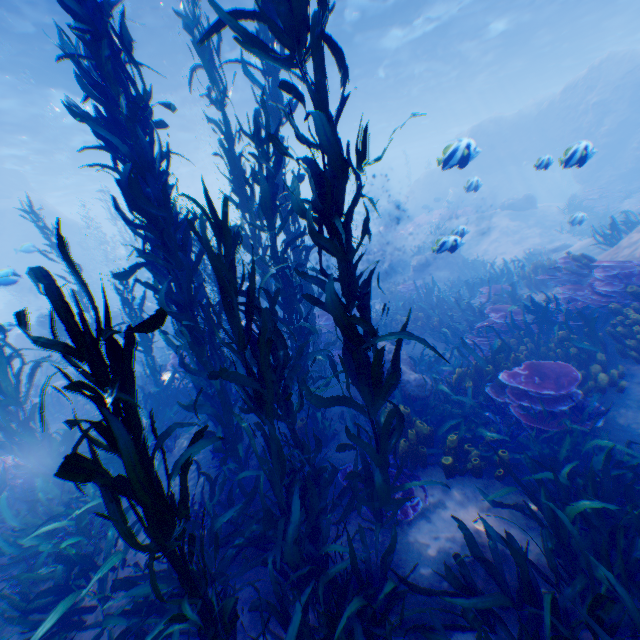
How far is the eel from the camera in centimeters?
1221cm

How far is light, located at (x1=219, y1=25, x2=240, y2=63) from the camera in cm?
1445

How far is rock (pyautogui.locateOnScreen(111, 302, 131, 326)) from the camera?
15.03m

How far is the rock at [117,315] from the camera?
15.03m

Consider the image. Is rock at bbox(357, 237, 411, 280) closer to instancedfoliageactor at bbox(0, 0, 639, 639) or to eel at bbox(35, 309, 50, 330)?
eel at bbox(35, 309, 50, 330)

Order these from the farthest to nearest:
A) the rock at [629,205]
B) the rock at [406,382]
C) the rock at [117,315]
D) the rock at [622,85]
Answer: the rock at [622,85] → the rock at [629,205] → the rock at [117,315] → the rock at [406,382]

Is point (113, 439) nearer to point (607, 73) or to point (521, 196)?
point (521, 196)
